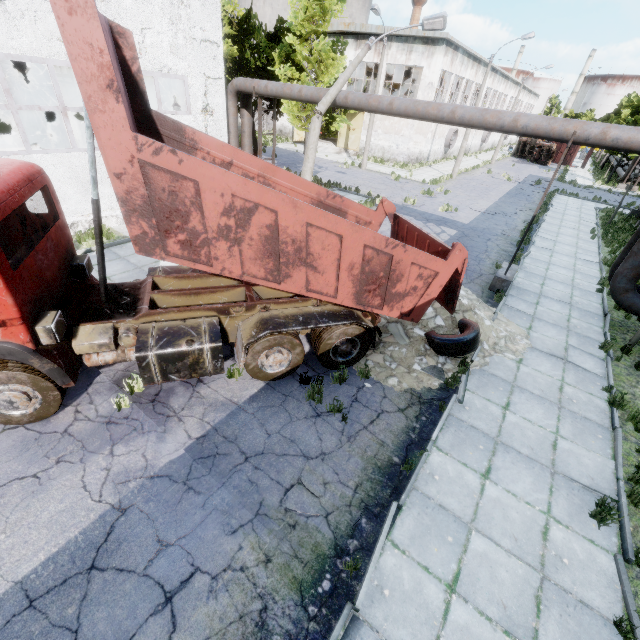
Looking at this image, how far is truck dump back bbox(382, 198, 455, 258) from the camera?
7.19m

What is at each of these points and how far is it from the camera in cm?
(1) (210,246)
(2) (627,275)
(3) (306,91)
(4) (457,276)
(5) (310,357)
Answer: (1) truck dump body, 461
(2) pipe, 941
(3) pipe, 1278
(4) truck dump back, 686
(5) asphalt debris, 776

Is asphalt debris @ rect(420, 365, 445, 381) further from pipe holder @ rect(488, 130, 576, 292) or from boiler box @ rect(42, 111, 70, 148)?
boiler box @ rect(42, 111, 70, 148)

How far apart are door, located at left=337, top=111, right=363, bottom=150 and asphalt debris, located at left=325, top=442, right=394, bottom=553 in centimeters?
3552cm

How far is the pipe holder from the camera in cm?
939

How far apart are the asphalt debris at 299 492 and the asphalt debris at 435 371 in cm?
278

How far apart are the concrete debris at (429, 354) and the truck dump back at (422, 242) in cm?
62

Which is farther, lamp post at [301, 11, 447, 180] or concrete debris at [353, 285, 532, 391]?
lamp post at [301, 11, 447, 180]
